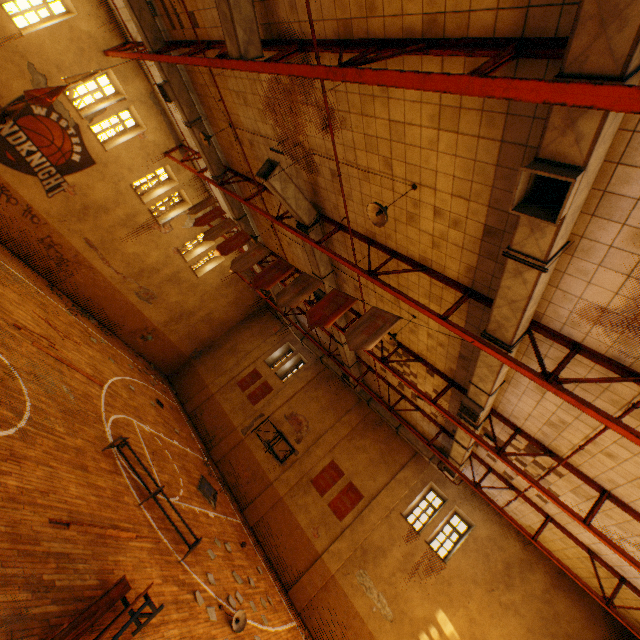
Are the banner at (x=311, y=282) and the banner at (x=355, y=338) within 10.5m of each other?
yes

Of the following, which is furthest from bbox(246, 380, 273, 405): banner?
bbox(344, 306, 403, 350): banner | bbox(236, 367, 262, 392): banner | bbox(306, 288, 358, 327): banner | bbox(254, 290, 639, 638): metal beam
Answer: bbox(344, 306, 403, 350): banner

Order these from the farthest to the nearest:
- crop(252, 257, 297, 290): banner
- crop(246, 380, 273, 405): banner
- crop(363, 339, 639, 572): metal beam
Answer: crop(246, 380, 273, 405): banner, crop(252, 257, 297, 290): banner, crop(363, 339, 639, 572): metal beam

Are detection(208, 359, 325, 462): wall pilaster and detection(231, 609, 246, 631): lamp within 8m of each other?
no

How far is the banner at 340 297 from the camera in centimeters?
696cm

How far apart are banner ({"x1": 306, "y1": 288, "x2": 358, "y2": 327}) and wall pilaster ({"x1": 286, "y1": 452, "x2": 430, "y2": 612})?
11.9m

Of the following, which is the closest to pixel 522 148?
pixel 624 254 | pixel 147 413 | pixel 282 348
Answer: pixel 624 254

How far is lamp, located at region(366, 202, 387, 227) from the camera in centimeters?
554cm
